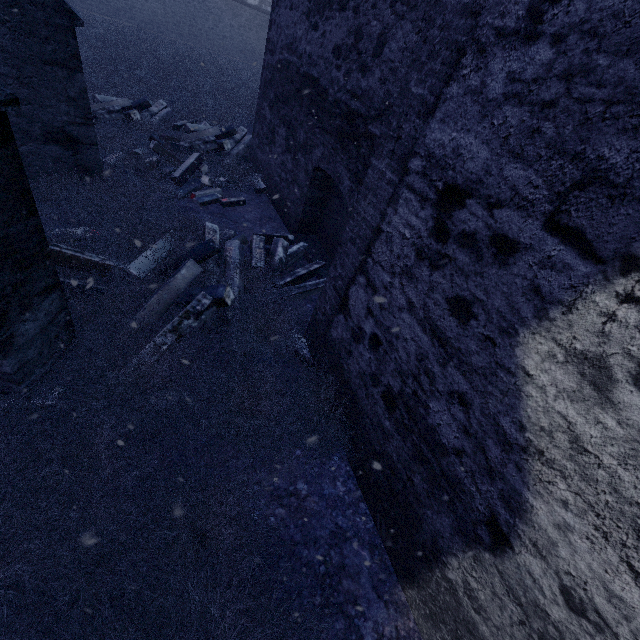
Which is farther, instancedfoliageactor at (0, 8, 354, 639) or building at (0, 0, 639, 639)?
instancedfoliageactor at (0, 8, 354, 639)

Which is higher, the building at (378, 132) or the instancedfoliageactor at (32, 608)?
the building at (378, 132)

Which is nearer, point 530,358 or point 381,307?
point 530,358

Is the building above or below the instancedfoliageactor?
above

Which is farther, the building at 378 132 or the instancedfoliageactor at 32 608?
the instancedfoliageactor at 32 608
